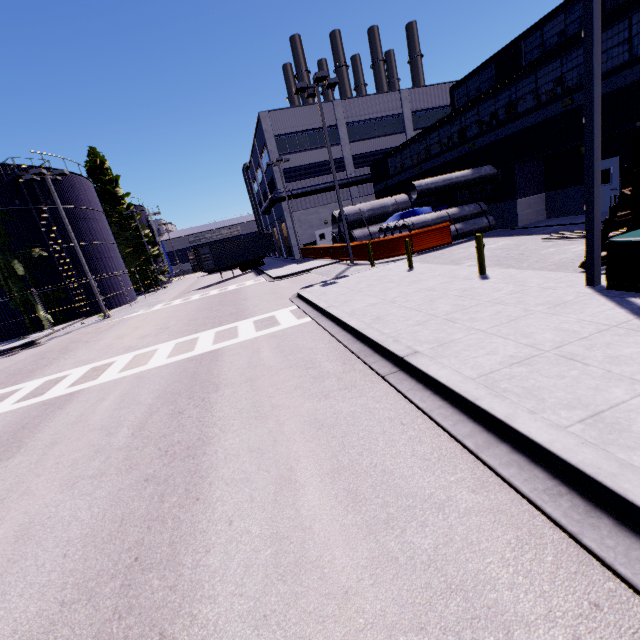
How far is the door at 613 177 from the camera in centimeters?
1514cm

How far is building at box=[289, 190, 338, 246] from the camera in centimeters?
3538cm

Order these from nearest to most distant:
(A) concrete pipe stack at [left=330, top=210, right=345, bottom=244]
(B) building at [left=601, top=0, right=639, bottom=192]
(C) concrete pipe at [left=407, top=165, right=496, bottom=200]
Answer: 1. (B) building at [left=601, top=0, right=639, bottom=192]
2. (C) concrete pipe at [left=407, top=165, right=496, bottom=200]
3. (A) concrete pipe stack at [left=330, top=210, right=345, bottom=244]

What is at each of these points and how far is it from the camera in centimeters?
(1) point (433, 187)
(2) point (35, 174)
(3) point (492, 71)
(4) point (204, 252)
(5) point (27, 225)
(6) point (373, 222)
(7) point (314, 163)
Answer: (1) concrete pipe, 1833cm
(2) light, 2003cm
(3) building, 2089cm
(4) cargo container door, 3041cm
(5) silo, 2414cm
(6) concrete pipe stack, 2522cm
(7) building, 3488cm

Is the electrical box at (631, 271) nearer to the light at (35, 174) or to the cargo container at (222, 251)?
the cargo container at (222, 251)

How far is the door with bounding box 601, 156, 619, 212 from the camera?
15.1 meters

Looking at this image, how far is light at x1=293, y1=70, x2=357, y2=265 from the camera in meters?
16.7

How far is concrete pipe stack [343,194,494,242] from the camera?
19.5 meters
